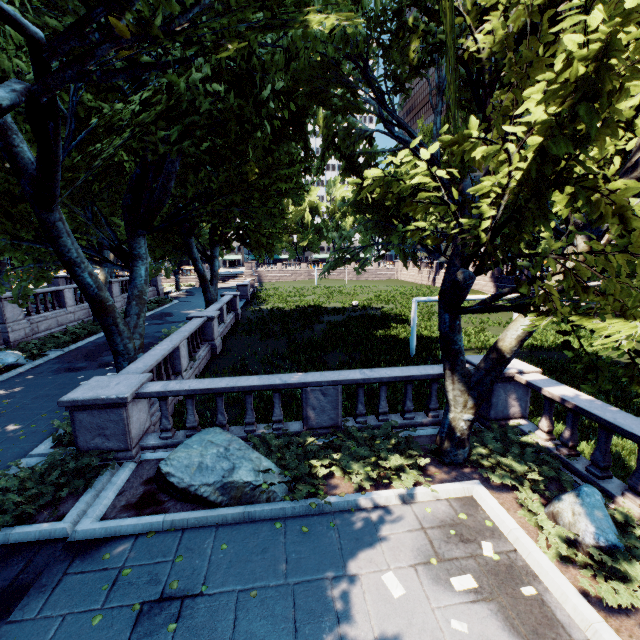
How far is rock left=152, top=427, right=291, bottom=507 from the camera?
6.2m

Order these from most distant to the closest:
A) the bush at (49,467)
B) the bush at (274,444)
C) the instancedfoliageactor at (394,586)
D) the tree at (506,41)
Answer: the bush at (274,444) → the bush at (49,467) → the instancedfoliageactor at (394,586) → the tree at (506,41)

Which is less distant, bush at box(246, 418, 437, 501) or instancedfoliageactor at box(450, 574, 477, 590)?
instancedfoliageactor at box(450, 574, 477, 590)

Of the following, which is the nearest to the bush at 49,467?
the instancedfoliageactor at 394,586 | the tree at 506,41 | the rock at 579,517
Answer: the tree at 506,41

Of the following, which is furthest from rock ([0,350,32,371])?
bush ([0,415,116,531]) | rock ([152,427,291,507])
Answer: rock ([152,427,291,507])

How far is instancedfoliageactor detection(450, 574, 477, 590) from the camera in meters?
4.6 m

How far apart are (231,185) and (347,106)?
6.4 meters

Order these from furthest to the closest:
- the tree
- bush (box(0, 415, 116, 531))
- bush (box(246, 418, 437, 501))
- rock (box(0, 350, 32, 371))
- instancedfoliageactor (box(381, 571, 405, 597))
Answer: rock (box(0, 350, 32, 371)), bush (box(246, 418, 437, 501)), bush (box(0, 415, 116, 531)), instancedfoliageactor (box(381, 571, 405, 597)), the tree
